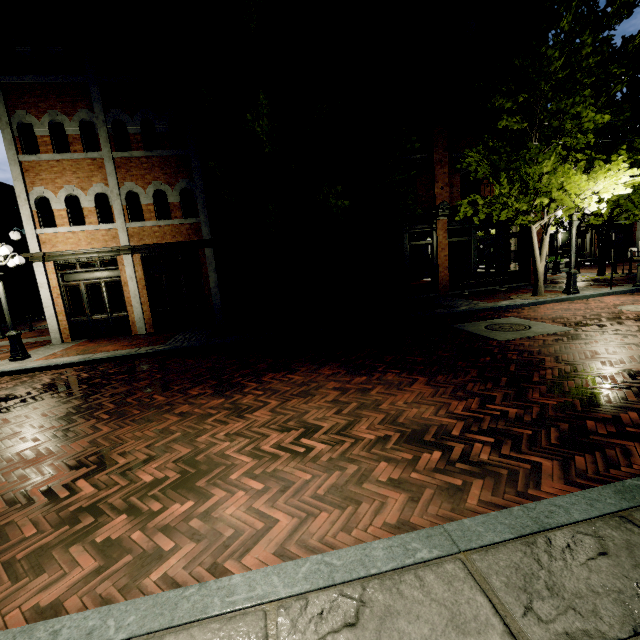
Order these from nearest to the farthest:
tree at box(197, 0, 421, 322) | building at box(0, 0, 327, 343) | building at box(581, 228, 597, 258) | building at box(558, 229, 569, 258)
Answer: tree at box(197, 0, 421, 322)
building at box(0, 0, 327, 343)
building at box(581, 228, 597, 258)
building at box(558, 229, 569, 258)

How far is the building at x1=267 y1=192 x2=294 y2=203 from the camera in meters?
13.7 m

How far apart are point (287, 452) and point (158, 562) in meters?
1.6

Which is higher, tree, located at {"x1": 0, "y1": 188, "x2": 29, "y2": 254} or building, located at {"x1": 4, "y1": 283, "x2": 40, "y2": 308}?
tree, located at {"x1": 0, "y1": 188, "x2": 29, "y2": 254}

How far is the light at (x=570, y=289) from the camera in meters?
11.3 m

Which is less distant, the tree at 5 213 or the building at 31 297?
the tree at 5 213

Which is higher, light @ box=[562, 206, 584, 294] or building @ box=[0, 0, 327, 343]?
building @ box=[0, 0, 327, 343]
